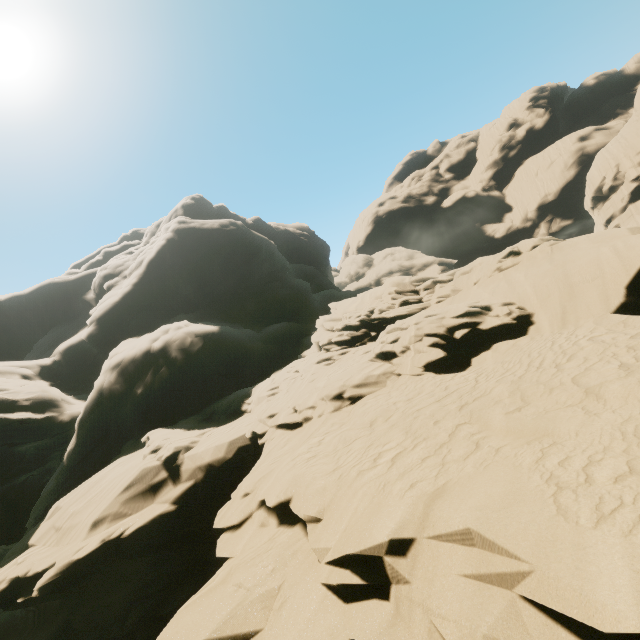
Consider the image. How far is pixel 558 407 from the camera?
5.02m
